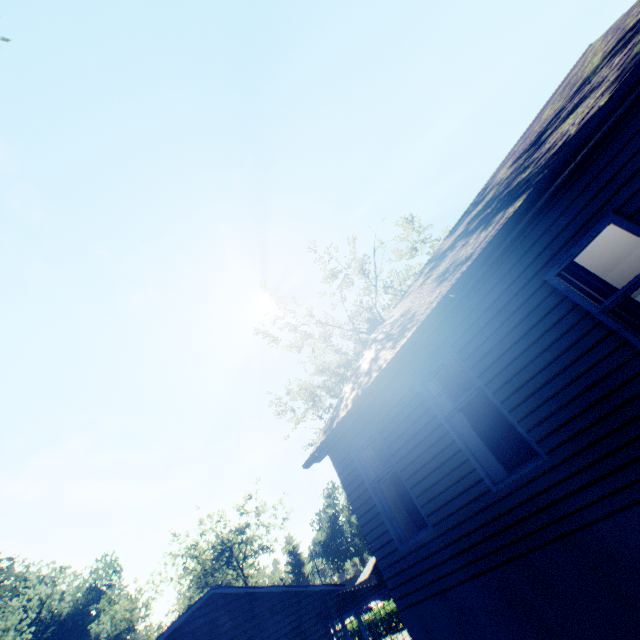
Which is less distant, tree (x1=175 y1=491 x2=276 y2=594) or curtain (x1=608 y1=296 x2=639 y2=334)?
curtain (x1=608 y1=296 x2=639 y2=334)

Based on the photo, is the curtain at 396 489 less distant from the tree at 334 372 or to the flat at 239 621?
the flat at 239 621

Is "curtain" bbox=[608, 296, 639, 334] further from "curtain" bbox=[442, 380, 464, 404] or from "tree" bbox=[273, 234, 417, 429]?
"tree" bbox=[273, 234, 417, 429]

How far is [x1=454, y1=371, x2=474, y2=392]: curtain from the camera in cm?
568

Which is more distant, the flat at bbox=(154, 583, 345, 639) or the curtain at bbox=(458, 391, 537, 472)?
the flat at bbox=(154, 583, 345, 639)

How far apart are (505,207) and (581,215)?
1.3m

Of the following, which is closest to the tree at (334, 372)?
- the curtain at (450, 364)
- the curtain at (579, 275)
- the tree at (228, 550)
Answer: the curtain at (450, 364)

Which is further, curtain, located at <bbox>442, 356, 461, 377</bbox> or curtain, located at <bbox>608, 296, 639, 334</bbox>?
curtain, located at <bbox>442, 356, 461, 377</bbox>
